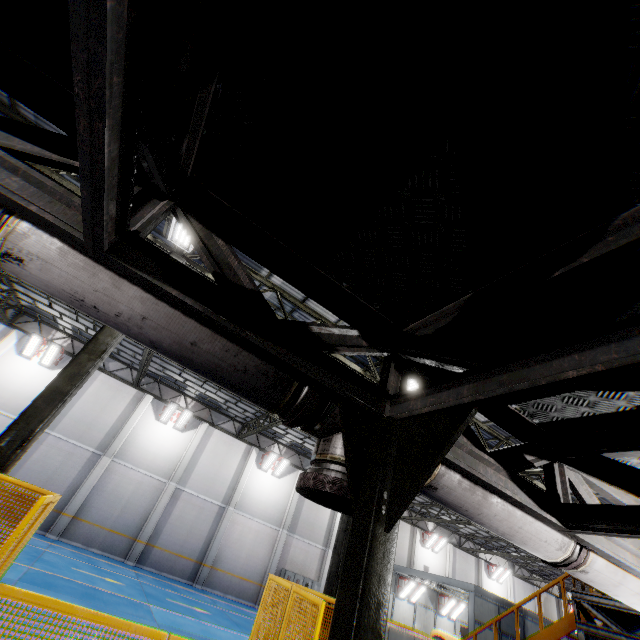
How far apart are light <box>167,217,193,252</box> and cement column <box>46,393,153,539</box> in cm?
1583

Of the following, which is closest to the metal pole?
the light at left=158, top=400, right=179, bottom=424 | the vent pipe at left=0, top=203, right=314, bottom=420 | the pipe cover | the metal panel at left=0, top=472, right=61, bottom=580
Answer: the metal panel at left=0, top=472, right=61, bottom=580

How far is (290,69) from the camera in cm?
147

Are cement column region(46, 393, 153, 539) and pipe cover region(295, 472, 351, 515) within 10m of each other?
no

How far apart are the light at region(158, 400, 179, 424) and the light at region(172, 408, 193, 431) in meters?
0.1 m

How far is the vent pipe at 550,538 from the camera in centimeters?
245cm

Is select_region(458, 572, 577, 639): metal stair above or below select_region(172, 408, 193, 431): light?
below
